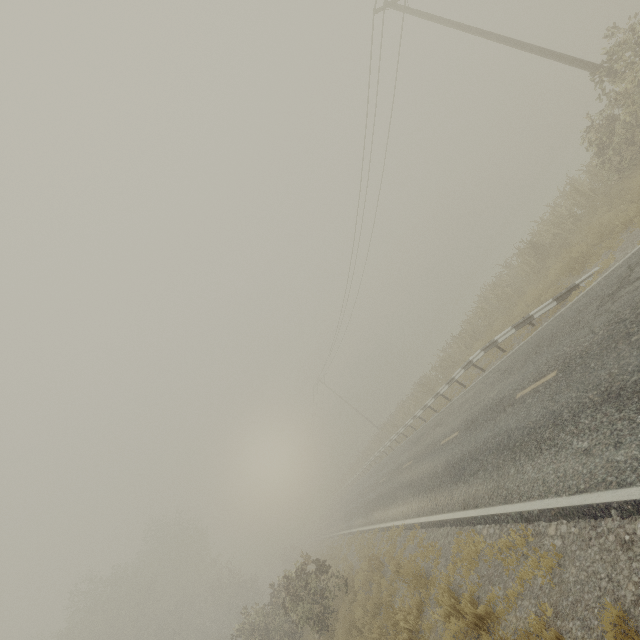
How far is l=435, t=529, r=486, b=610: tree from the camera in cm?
707

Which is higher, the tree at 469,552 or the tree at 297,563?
the tree at 297,563

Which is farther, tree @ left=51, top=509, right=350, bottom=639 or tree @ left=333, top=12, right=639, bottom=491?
tree @ left=51, top=509, right=350, bottom=639

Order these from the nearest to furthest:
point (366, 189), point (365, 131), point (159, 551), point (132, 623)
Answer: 1. point (365, 131)
2. point (366, 189)
3. point (132, 623)
4. point (159, 551)

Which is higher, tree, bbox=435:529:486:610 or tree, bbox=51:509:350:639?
tree, bbox=51:509:350:639

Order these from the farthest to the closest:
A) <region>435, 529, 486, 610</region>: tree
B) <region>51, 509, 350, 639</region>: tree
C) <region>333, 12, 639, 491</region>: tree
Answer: <region>51, 509, 350, 639</region>: tree < <region>333, 12, 639, 491</region>: tree < <region>435, 529, 486, 610</region>: tree

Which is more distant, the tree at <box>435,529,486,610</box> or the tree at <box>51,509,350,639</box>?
the tree at <box>51,509,350,639</box>

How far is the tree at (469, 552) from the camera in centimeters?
Result: 707cm
